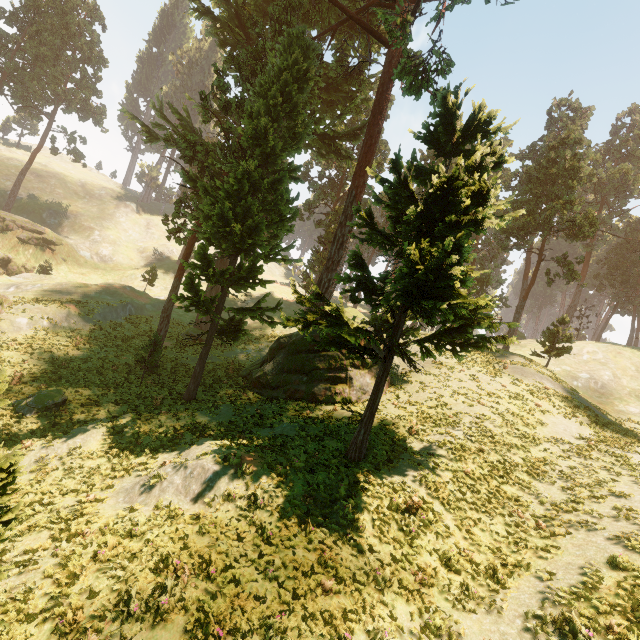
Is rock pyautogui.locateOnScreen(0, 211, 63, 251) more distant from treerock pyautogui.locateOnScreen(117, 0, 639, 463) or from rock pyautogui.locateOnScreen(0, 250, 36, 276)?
treerock pyautogui.locateOnScreen(117, 0, 639, 463)

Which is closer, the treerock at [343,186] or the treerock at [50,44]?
the treerock at [343,186]

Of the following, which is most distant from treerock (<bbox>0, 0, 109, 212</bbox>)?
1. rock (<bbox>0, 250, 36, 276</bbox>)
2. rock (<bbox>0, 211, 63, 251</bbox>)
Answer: rock (<bbox>0, 250, 36, 276</bbox>)

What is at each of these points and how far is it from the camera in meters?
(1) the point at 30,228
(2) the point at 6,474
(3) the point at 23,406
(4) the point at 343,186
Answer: (1) rock, 45.8
(2) treerock, 6.4
(3) treerock, 17.0
(4) treerock, 49.9

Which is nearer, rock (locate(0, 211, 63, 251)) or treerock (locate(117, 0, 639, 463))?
treerock (locate(117, 0, 639, 463))

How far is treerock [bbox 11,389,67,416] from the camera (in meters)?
16.91
